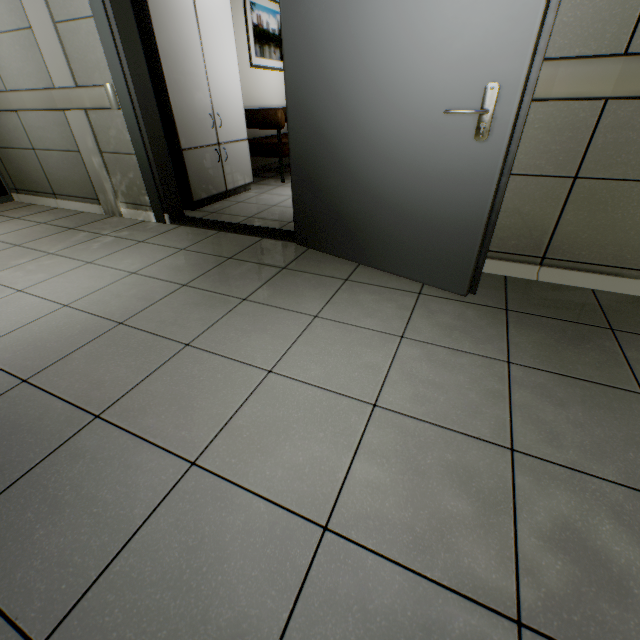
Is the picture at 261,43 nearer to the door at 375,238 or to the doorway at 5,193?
the door at 375,238

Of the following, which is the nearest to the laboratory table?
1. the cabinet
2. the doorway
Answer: the cabinet

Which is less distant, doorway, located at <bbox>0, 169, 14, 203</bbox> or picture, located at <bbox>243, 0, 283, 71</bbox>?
doorway, located at <bbox>0, 169, 14, 203</bbox>

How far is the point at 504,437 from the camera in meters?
1.2

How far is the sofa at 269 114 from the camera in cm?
445

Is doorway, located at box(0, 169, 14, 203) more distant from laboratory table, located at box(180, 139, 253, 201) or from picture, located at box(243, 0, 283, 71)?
picture, located at box(243, 0, 283, 71)

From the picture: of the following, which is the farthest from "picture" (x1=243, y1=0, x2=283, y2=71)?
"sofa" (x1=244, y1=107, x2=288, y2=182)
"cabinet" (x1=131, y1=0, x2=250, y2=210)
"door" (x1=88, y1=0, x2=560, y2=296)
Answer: "door" (x1=88, y1=0, x2=560, y2=296)

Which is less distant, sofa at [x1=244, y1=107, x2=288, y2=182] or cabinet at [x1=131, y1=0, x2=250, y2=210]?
cabinet at [x1=131, y1=0, x2=250, y2=210]
